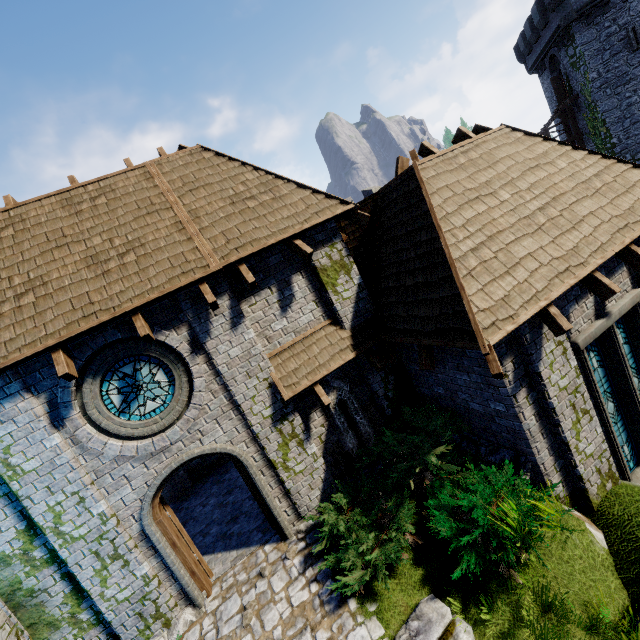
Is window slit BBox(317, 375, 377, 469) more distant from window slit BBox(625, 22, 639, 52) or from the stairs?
window slit BBox(625, 22, 639, 52)

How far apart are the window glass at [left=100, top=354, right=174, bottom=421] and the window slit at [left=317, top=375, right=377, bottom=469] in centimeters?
304cm

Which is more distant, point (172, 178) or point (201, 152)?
point (201, 152)

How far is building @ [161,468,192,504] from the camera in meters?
11.1 m

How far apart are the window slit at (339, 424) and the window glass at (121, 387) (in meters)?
3.04

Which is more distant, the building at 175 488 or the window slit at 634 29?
the window slit at 634 29

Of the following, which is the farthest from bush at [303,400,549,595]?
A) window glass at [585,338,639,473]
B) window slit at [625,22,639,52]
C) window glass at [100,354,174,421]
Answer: window slit at [625,22,639,52]

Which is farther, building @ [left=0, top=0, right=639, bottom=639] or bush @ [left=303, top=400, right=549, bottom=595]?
building @ [left=0, top=0, right=639, bottom=639]
